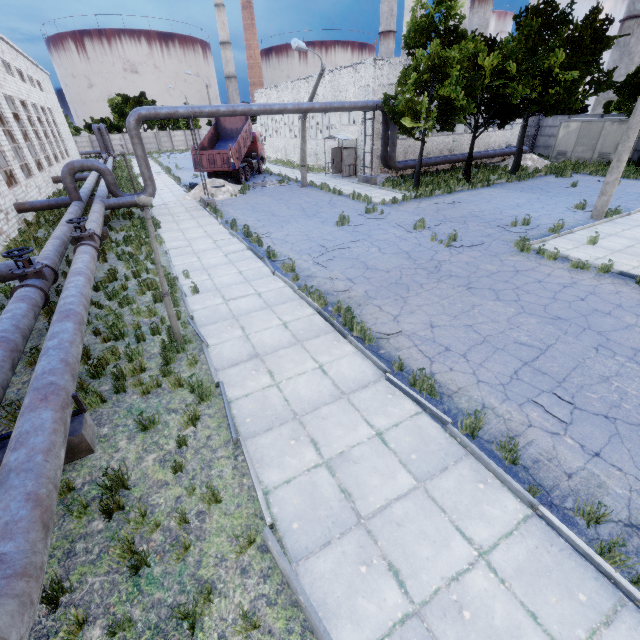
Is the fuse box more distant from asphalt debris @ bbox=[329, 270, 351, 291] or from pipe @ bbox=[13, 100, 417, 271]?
asphalt debris @ bbox=[329, 270, 351, 291]

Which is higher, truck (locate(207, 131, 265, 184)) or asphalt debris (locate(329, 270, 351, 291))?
truck (locate(207, 131, 265, 184))

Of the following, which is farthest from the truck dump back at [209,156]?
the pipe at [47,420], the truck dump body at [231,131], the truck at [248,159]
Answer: the pipe at [47,420]

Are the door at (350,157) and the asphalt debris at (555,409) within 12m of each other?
no

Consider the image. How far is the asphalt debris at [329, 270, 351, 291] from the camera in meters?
9.7 m

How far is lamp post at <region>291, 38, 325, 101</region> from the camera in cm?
1664

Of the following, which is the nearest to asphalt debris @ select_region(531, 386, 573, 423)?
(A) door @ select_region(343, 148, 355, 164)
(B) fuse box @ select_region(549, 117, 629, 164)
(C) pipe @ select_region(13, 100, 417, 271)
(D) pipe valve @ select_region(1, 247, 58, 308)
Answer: (D) pipe valve @ select_region(1, 247, 58, 308)

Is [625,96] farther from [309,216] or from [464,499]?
[464,499]
